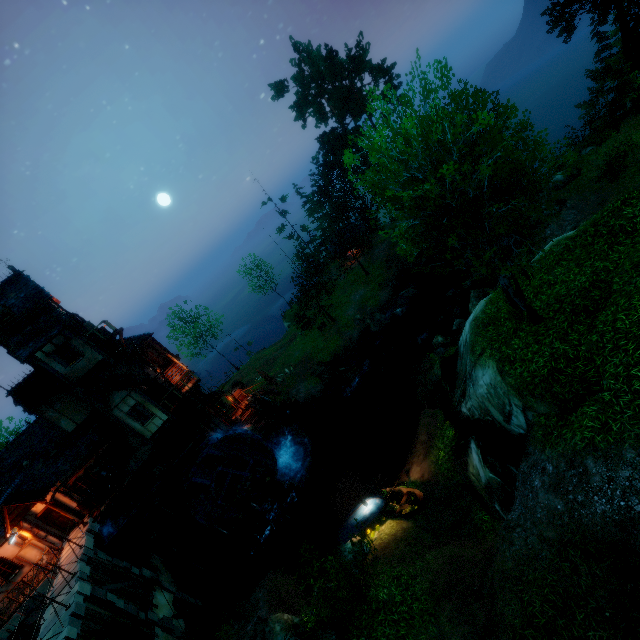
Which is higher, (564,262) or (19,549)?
(19,549)

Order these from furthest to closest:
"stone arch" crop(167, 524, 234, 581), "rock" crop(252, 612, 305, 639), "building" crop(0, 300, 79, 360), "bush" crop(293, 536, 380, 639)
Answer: "stone arch" crop(167, 524, 234, 581) → "building" crop(0, 300, 79, 360) → "rock" crop(252, 612, 305, 639) → "bush" crop(293, 536, 380, 639)

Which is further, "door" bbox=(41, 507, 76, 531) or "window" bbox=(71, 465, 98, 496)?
"window" bbox=(71, 465, 98, 496)

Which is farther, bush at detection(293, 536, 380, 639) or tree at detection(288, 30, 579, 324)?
bush at detection(293, 536, 380, 639)

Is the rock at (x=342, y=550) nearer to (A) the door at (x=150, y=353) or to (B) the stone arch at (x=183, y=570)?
(B) the stone arch at (x=183, y=570)

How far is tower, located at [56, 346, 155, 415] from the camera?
20.8m

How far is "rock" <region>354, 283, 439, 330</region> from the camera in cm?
3080

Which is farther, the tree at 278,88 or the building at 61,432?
the tree at 278,88
